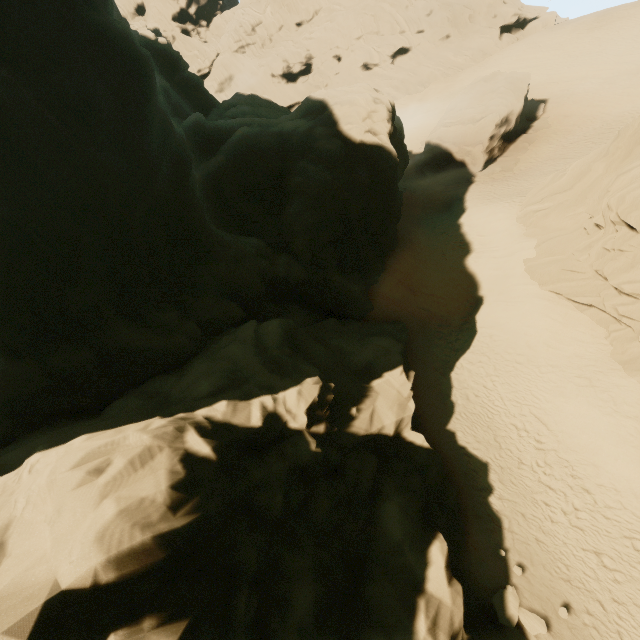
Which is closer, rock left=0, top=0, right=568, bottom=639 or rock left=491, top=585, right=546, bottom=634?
rock left=0, top=0, right=568, bottom=639

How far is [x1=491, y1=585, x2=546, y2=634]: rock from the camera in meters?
9.9

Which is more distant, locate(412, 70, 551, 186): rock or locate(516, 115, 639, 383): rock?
locate(412, 70, 551, 186): rock

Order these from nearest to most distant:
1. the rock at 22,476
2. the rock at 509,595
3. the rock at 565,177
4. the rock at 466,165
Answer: the rock at 22,476, the rock at 509,595, the rock at 565,177, the rock at 466,165

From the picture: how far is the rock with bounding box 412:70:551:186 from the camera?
29.66m

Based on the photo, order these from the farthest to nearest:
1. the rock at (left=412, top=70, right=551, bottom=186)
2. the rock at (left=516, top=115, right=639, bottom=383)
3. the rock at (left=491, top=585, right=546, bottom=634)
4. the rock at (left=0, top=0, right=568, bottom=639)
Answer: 1. the rock at (left=412, top=70, right=551, bottom=186)
2. the rock at (left=516, top=115, right=639, bottom=383)
3. the rock at (left=491, top=585, right=546, bottom=634)
4. the rock at (left=0, top=0, right=568, bottom=639)

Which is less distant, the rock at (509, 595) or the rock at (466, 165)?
the rock at (509, 595)

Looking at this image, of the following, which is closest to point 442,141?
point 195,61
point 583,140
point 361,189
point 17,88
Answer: point 583,140
